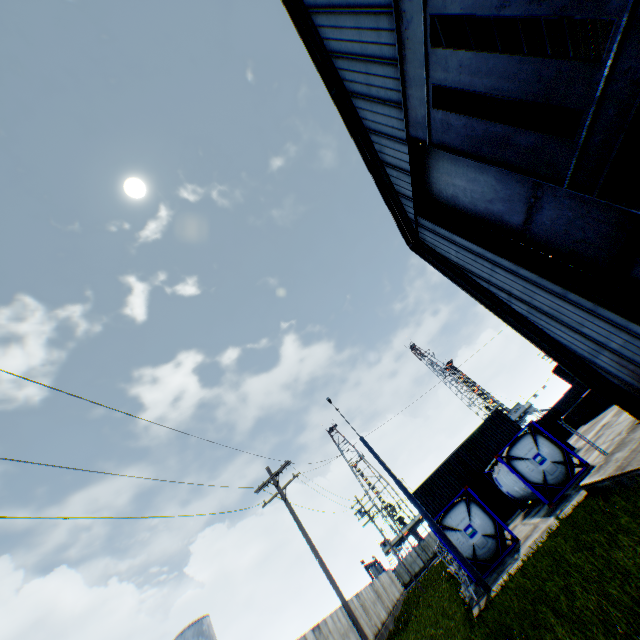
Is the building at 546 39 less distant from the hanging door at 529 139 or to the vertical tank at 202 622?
the hanging door at 529 139

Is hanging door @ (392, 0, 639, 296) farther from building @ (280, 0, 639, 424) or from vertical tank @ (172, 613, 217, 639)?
vertical tank @ (172, 613, 217, 639)

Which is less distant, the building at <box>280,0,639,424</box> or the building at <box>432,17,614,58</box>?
the building at <box>280,0,639,424</box>

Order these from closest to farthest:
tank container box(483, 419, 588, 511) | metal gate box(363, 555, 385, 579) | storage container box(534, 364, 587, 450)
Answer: tank container box(483, 419, 588, 511), storage container box(534, 364, 587, 450), metal gate box(363, 555, 385, 579)

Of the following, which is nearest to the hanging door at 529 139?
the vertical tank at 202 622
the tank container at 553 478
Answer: the tank container at 553 478

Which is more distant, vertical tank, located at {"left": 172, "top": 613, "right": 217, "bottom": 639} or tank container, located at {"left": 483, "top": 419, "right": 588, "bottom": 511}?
vertical tank, located at {"left": 172, "top": 613, "right": 217, "bottom": 639}

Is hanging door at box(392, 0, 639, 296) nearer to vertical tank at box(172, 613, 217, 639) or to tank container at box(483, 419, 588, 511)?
tank container at box(483, 419, 588, 511)

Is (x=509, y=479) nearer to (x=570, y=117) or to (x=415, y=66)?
(x=570, y=117)
